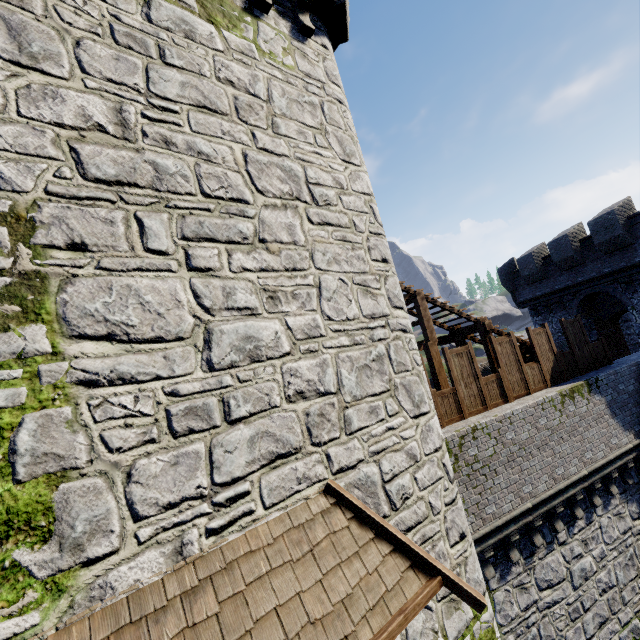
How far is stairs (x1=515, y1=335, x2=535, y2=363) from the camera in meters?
12.2

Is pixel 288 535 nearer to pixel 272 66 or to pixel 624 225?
pixel 272 66

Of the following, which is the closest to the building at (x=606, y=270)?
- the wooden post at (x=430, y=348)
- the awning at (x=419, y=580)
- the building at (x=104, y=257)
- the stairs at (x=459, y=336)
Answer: the stairs at (x=459, y=336)

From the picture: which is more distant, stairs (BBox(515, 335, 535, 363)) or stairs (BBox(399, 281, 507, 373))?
stairs (BBox(515, 335, 535, 363))

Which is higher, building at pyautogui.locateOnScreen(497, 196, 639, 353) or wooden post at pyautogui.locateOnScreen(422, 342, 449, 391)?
building at pyautogui.locateOnScreen(497, 196, 639, 353)

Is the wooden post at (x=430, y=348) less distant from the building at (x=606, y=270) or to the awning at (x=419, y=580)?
the awning at (x=419, y=580)

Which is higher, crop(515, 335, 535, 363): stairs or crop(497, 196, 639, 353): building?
crop(497, 196, 639, 353): building

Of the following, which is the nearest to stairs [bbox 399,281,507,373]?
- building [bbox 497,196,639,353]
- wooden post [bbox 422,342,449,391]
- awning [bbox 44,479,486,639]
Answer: wooden post [bbox 422,342,449,391]
